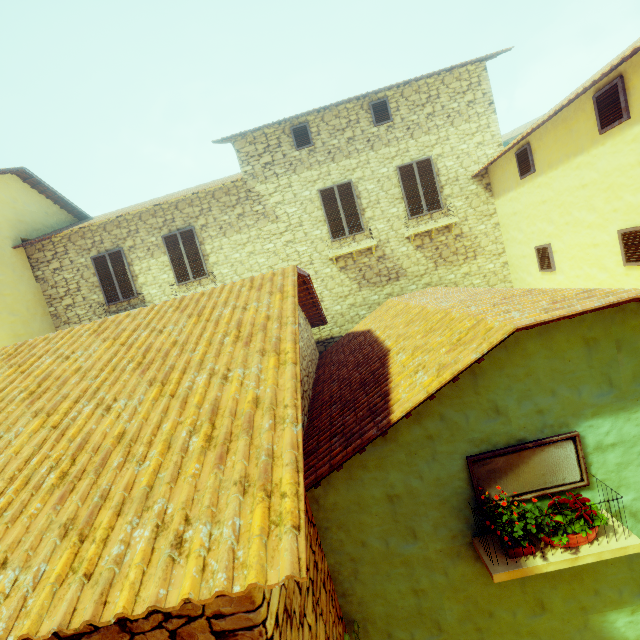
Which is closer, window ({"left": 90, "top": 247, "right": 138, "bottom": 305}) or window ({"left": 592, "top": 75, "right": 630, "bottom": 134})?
window ({"left": 592, "top": 75, "right": 630, "bottom": 134})

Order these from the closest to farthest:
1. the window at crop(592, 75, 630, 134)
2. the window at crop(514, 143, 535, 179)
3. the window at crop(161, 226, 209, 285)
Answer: the window at crop(592, 75, 630, 134), the window at crop(514, 143, 535, 179), the window at crop(161, 226, 209, 285)

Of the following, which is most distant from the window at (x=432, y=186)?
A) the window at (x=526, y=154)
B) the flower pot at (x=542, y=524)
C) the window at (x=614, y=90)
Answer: the window at (x=526, y=154)

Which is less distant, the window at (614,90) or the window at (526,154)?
the window at (614,90)

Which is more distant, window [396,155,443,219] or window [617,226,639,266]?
window [396,155,443,219]

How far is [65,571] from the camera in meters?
1.5

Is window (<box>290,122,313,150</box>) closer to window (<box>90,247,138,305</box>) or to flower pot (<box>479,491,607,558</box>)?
window (<box>90,247,138,305</box>)
